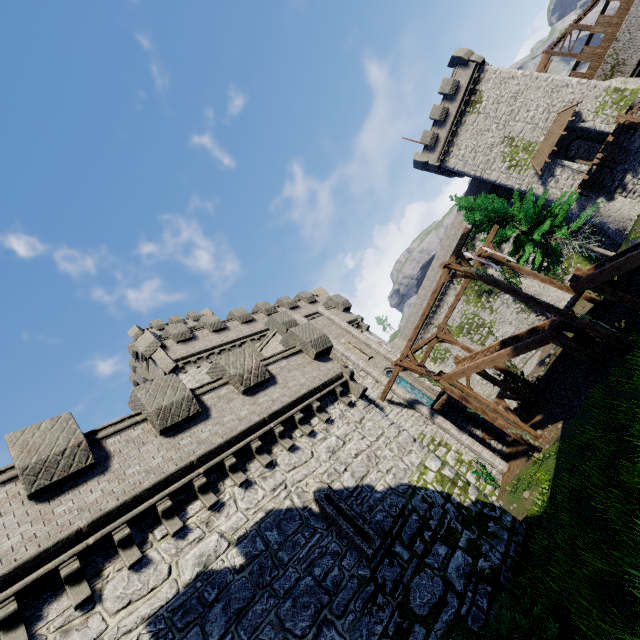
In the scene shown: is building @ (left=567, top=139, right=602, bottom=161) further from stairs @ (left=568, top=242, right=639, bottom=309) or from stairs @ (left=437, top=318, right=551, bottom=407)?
stairs @ (left=437, top=318, right=551, bottom=407)

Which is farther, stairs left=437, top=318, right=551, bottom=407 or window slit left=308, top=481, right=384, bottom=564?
stairs left=437, top=318, right=551, bottom=407

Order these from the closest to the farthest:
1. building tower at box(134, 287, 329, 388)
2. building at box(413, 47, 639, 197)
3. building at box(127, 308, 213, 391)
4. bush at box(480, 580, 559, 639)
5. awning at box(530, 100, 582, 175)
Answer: bush at box(480, 580, 559, 639), building tower at box(134, 287, 329, 388), building at box(413, 47, 639, 197), awning at box(530, 100, 582, 175), building at box(127, 308, 213, 391)

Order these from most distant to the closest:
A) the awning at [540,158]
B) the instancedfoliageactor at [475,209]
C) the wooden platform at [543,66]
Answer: the wooden platform at [543,66] → the awning at [540,158] → the instancedfoliageactor at [475,209]

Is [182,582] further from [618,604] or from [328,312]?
[328,312]

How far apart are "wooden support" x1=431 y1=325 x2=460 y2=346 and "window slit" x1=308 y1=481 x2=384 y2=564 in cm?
1463

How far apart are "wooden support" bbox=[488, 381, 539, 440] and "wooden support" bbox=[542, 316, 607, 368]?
4.51m

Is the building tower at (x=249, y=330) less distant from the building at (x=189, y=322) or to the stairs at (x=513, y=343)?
the building at (x=189, y=322)
